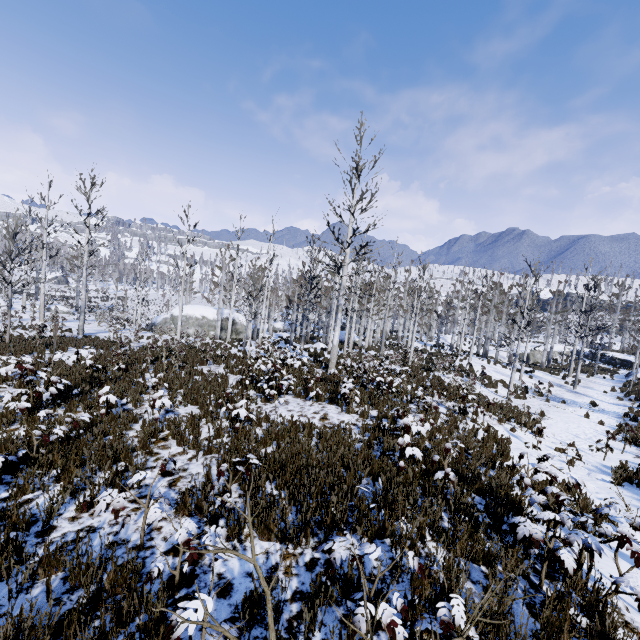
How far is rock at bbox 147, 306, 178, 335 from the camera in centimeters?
3331cm

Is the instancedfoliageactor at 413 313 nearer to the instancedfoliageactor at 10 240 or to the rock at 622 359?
the instancedfoliageactor at 10 240

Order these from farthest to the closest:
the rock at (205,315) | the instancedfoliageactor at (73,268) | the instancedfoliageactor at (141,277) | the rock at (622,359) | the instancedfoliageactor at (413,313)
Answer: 1. the rock at (622,359)
2. the rock at (205,315)
3. the instancedfoliageactor at (73,268)
4. the instancedfoliageactor at (413,313)
5. the instancedfoliageactor at (141,277)

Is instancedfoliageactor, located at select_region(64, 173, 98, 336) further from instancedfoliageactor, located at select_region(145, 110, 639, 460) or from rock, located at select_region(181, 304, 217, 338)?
instancedfoliageactor, located at select_region(145, 110, 639, 460)

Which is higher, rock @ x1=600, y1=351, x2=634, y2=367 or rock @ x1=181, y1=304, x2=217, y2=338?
rock @ x1=600, y1=351, x2=634, y2=367

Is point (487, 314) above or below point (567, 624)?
above

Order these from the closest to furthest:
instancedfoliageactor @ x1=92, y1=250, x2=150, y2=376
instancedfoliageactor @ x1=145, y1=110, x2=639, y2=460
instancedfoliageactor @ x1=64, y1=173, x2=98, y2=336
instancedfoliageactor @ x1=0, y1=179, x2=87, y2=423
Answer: instancedfoliageactor @ x1=0, y1=179, x2=87, y2=423 < instancedfoliageactor @ x1=92, y1=250, x2=150, y2=376 < instancedfoliageactor @ x1=145, y1=110, x2=639, y2=460 < instancedfoliageactor @ x1=64, y1=173, x2=98, y2=336

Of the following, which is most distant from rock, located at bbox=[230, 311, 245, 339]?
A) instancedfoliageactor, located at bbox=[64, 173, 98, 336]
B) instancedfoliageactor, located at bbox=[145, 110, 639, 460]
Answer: instancedfoliageactor, located at bbox=[145, 110, 639, 460]
